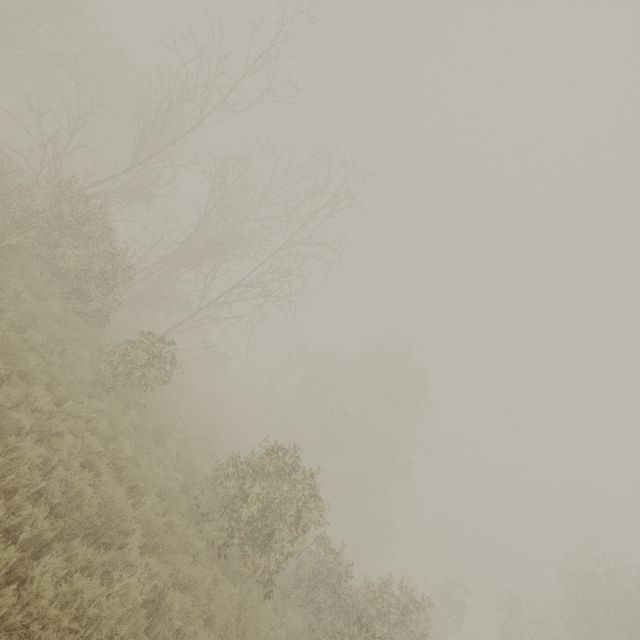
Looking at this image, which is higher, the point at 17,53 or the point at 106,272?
the point at 17,53
